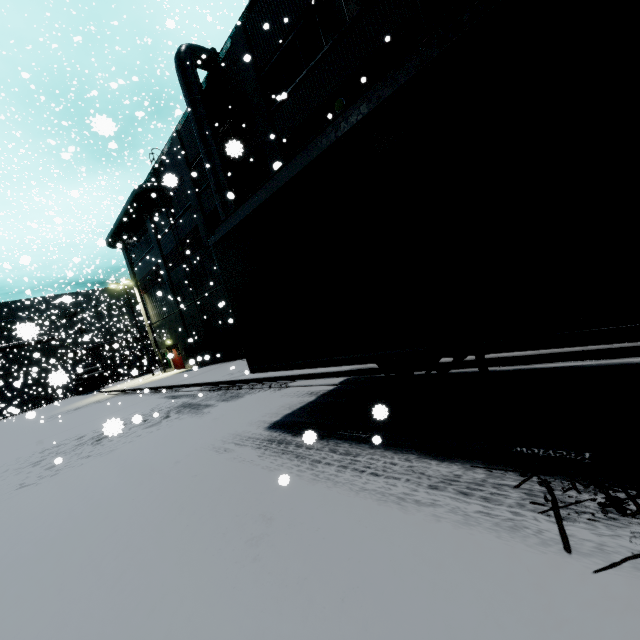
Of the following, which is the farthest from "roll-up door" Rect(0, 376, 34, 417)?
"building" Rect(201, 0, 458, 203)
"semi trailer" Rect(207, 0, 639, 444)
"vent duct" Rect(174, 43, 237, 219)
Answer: "vent duct" Rect(174, 43, 237, 219)

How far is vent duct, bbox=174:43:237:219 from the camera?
15.2m

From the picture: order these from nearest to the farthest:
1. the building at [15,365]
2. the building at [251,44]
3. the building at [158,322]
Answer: the building at [251,44] < the building at [158,322] < the building at [15,365]

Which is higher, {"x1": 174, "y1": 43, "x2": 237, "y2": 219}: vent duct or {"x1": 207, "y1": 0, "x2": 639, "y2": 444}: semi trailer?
{"x1": 174, "y1": 43, "x2": 237, "y2": 219}: vent duct

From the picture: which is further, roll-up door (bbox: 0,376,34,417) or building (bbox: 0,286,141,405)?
building (bbox: 0,286,141,405)

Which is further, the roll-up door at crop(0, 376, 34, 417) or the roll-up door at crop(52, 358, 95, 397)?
the roll-up door at crop(0, 376, 34, 417)

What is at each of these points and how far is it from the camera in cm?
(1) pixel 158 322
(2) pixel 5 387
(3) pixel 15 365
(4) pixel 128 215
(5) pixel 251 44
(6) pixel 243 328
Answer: (1) building, 3027
(2) roll-up door, 4275
(3) building, 4356
(4) vent duct, 2589
(5) building, 1425
(6) semi trailer, 615

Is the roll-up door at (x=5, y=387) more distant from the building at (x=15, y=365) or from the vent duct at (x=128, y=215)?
the vent duct at (x=128, y=215)
